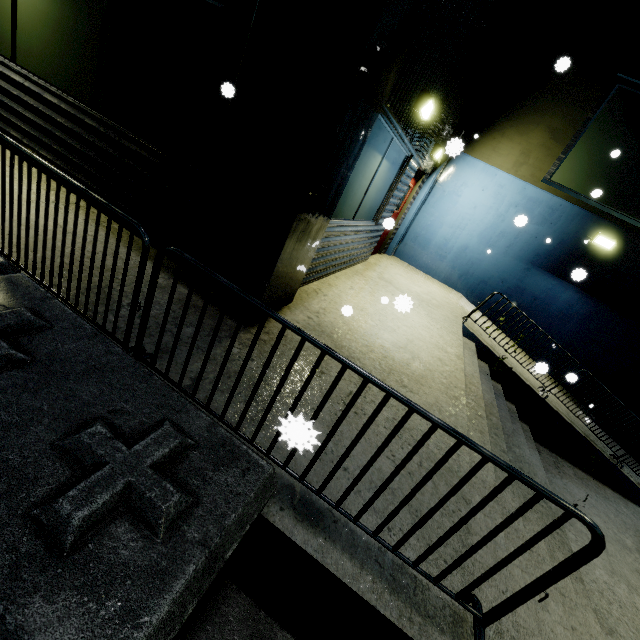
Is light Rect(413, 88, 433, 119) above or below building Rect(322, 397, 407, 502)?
above

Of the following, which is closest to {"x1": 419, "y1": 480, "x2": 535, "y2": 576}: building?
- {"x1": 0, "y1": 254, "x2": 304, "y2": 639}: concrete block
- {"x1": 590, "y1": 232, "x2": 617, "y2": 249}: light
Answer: {"x1": 0, "y1": 254, "x2": 304, "y2": 639}: concrete block

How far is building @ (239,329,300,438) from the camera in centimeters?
226cm

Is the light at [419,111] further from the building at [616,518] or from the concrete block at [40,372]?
the concrete block at [40,372]

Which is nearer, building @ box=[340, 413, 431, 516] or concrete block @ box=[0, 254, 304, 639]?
concrete block @ box=[0, 254, 304, 639]

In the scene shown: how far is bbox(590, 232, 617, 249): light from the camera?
8.25m

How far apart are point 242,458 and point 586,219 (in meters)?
10.98

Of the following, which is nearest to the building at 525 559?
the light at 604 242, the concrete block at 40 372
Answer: the concrete block at 40 372
